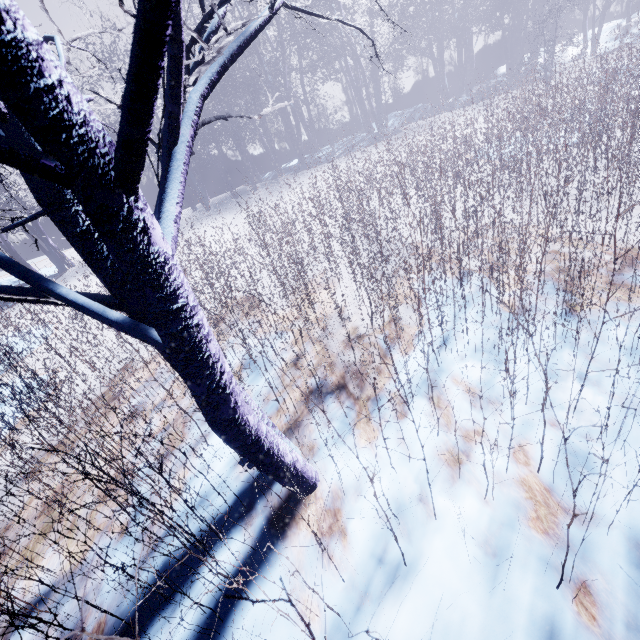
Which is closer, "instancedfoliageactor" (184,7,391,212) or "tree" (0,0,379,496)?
"tree" (0,0,379,496)

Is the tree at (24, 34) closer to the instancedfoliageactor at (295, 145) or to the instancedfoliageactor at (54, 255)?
the instancedfoliageactor at (54, 255)

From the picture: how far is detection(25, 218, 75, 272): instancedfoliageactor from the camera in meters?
11.0

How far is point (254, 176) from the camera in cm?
1457

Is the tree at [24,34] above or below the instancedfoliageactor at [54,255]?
above

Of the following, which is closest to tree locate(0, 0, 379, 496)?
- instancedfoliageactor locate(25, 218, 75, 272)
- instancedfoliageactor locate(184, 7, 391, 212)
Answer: instancedfoliageactor locate(25, 218, 75, 272)

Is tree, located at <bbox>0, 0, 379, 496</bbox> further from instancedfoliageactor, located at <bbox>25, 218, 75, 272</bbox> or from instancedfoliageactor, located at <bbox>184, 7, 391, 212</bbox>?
instancedfoliageactor, located at <bbox>184, 7, 391, 212</bbox>
